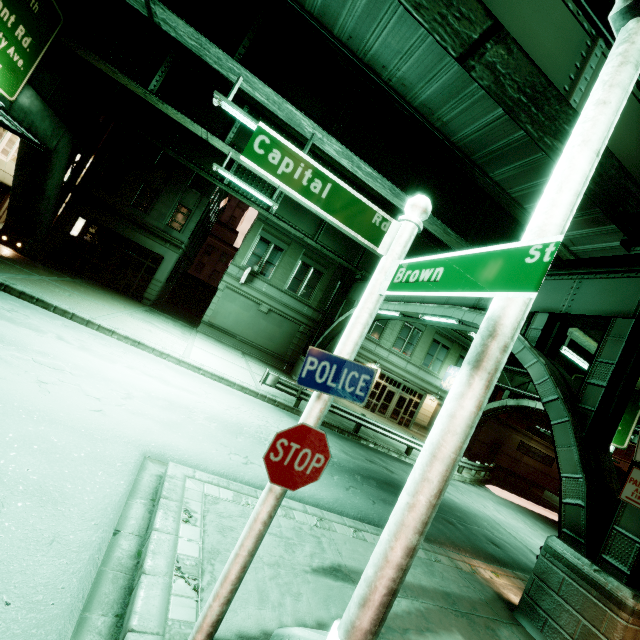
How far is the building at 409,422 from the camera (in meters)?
27.12

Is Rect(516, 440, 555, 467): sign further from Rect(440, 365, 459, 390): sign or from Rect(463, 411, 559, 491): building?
Rect(440, 365, 459, 390): sign

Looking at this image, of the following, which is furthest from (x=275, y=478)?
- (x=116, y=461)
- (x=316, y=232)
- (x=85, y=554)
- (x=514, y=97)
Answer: (x=316, y=232)

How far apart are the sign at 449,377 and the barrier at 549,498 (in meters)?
12.32

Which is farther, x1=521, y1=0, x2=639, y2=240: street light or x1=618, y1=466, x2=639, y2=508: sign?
x1=618, y1=466, x2=639, y2=508: sign

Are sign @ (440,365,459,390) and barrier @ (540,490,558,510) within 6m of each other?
no

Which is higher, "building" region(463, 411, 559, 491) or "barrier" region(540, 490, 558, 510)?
"building" region(463, 411, 559, 491)

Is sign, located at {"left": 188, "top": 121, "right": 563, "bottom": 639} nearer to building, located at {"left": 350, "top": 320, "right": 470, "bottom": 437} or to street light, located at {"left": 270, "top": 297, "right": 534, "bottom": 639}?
street light, located at {"left": 270, "top": 297, "right": 534, "bottom": 639}
